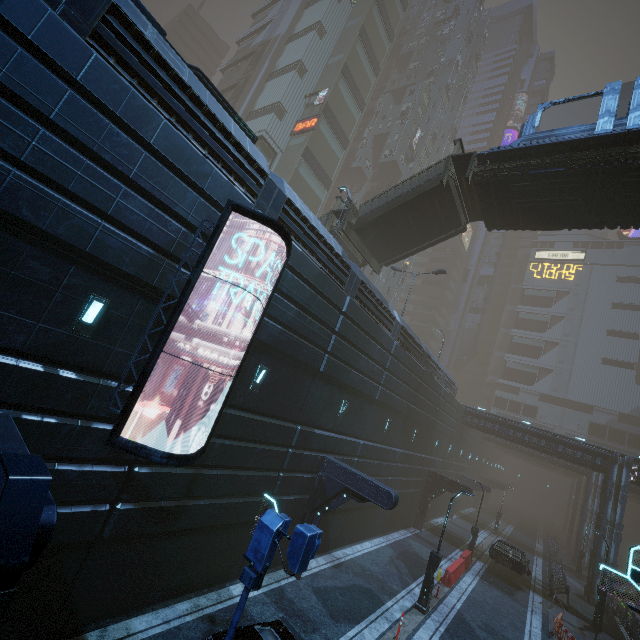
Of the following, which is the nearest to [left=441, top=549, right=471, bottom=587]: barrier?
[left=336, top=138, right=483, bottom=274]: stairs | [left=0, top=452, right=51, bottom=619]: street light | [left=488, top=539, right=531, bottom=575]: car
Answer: [left=488, top=539, right=531, bottom=575]: car

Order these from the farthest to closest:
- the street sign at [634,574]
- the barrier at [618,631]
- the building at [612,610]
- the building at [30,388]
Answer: the building at [612,610], the barrier at [618,631], the street sign at [634,574], the building at [30,388]

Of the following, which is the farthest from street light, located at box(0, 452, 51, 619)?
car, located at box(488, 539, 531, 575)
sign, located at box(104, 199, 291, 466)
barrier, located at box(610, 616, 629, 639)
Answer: barrier, located at box(610, 616, 629, 639)

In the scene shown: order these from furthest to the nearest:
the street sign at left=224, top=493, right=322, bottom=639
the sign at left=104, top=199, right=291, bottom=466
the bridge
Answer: the bridge < the sign at left=104, top=199, right=291, bottom=466 < the street sign at left=224, top=493, right=322, bottom=639

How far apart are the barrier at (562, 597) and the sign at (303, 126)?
43.38m

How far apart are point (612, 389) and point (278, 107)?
73.5m

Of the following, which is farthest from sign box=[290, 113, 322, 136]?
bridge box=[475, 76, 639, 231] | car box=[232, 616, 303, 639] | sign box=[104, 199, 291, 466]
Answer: car box=[232, 616, 303, 639]

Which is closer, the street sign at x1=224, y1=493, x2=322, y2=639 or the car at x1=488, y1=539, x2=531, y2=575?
the street sign at x1=224, y1=493, x2=322, y2=639
